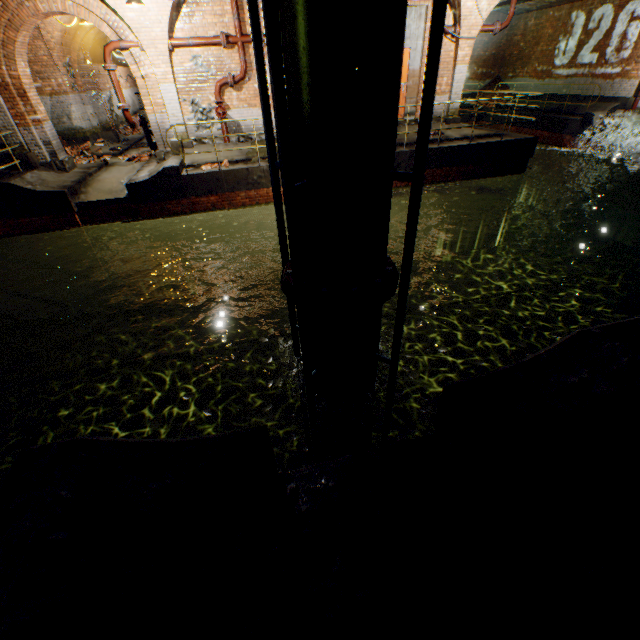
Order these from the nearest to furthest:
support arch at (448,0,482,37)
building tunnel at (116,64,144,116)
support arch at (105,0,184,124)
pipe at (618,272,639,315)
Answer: support arch at (105,0,184,124) → support arch at (448,0,482,37) → pipe at (618,272,639,315) → building tunnel at (116,64,144,116)

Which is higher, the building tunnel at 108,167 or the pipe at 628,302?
the building tunnel at 108,167

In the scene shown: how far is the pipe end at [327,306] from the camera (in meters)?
3.12

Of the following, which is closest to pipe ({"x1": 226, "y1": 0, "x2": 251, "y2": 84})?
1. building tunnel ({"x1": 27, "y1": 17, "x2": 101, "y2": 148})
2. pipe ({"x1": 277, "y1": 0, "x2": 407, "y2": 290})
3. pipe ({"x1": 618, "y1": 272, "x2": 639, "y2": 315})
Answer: building tunnel ({"x1": 27, "y1": 17, "x2": 101, "y2": 148})

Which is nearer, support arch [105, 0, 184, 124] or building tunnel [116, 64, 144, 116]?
support arch [105, 0, 184, 124]

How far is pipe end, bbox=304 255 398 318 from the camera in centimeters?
312cm

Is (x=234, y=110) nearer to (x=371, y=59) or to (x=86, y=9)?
(x=86, y=9)

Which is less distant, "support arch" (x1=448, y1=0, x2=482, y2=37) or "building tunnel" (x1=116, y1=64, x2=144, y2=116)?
"support arch" (x1=448, y1=0, x2=482, y2=37)
